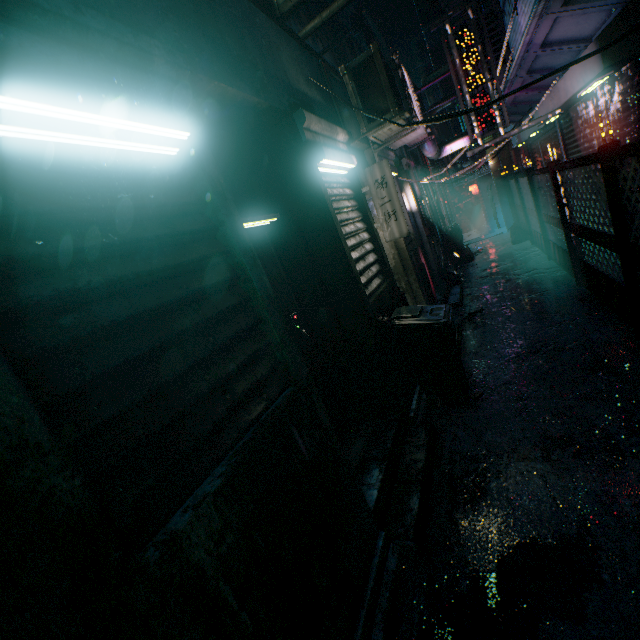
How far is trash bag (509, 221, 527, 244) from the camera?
8.8 meters

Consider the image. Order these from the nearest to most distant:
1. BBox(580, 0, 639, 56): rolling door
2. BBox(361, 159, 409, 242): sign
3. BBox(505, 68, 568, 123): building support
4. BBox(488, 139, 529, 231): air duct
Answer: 1. BBox(580, 0, 639, 56): rolling door
2. BBox(361, 159, 409, 242): sign
3. BBox(505, 68, 568, 123): building support
4. BBox(488, 139, 529, 231): air duct

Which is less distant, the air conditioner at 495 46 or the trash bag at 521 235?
the air conditioner at 495 46

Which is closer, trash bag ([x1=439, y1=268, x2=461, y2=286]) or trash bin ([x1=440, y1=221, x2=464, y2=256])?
trash bag ([x1=439, y1=268, x2=461, y2=286])

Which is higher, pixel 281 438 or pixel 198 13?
pixel 198 13

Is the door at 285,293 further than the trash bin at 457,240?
No

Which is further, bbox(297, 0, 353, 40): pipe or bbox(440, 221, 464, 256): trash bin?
bbox(440, 221, 464, 256): trash bin

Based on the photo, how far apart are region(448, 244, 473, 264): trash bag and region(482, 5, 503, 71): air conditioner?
3.8 meters
